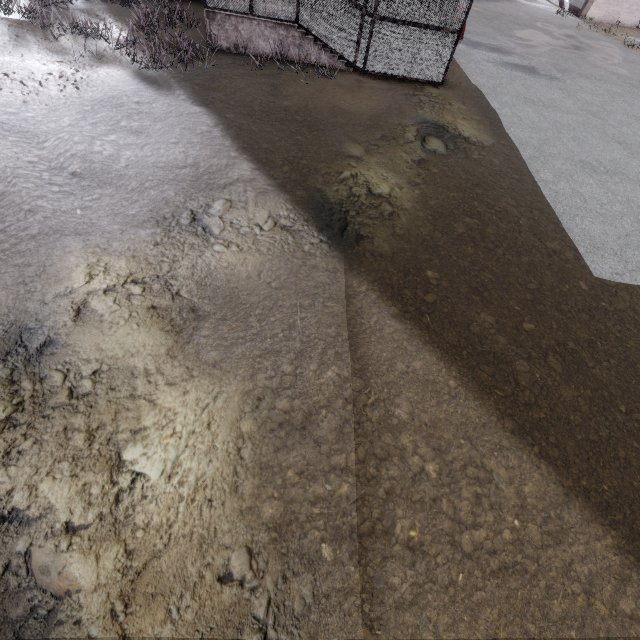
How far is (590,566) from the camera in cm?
362
